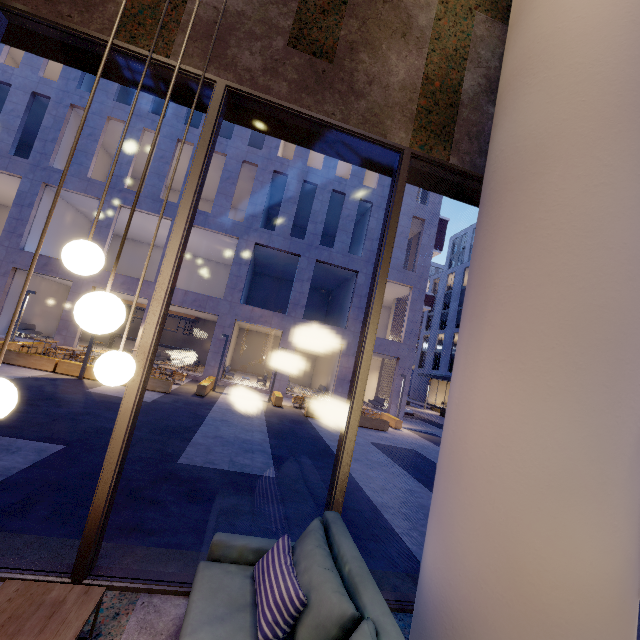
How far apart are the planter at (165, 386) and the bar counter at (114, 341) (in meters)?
11.61

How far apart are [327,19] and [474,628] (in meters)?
5.27

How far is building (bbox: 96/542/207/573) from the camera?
2.89m

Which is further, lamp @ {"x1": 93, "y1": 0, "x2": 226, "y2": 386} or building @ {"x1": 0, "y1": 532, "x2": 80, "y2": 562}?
building @ {"x1": 0, "y1": 532, "x2": 80, "y2": 562}

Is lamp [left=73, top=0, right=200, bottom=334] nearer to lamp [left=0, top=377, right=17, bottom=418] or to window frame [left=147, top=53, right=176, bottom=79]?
lamp [left=0, top=377, right=17, bottom=418]

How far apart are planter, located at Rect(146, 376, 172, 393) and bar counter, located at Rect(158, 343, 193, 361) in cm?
1161

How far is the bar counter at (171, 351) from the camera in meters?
23.9

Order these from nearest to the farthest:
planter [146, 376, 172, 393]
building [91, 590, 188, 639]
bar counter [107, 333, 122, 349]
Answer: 1. building [91, 590, 188, 639]
2. planter [146, 376, 172, 393]
3. bar counter [107, 333, 122, 349]
